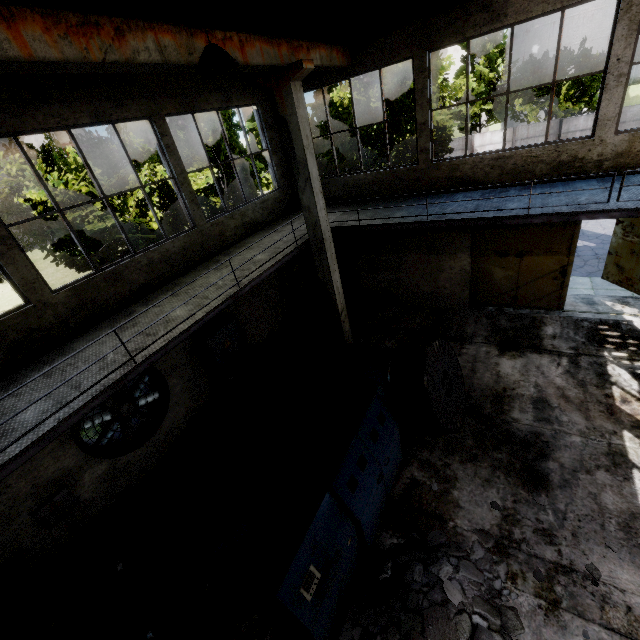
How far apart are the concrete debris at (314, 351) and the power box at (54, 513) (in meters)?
6.53

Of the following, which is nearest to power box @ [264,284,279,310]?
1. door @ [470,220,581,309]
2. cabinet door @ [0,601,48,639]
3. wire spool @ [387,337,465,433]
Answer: wire spool @ [387,337,465,433]

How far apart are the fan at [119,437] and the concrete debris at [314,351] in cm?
412

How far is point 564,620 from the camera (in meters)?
4.55

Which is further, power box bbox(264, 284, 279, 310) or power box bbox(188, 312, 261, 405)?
power box bbox(264, 284, 279, 310)

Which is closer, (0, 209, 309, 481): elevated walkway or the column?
(0, 209, 309, 481): elevated walkway

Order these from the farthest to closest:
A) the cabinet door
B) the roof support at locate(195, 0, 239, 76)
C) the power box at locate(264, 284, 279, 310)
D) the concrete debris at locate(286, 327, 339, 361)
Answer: the power box at locate(264, 284, 279, 310) < the concrete debris at locate(286, 327, 339, 361) < the cabinet door < the roof support at locate(195, 0, 239, 76)

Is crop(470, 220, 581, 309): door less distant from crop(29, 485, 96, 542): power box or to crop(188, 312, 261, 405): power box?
crop(188, 312, 261, 405): power box
